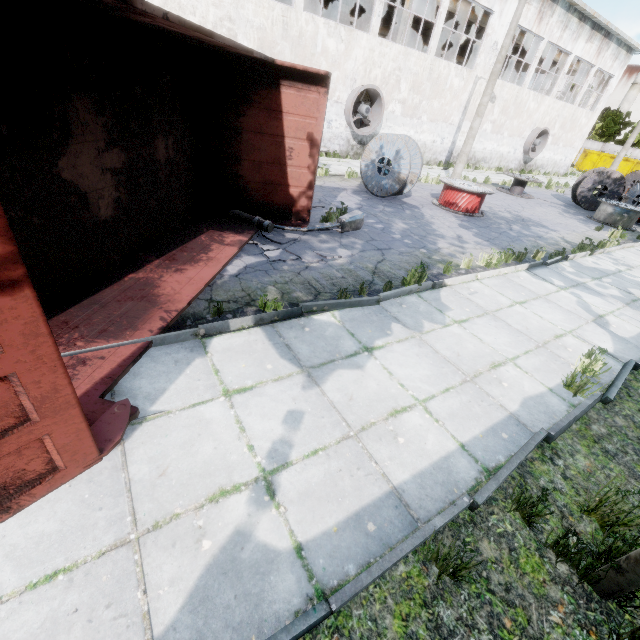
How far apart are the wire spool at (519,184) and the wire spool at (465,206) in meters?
6.3

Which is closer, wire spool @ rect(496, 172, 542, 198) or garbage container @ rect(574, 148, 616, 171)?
wire spool @ rect(496, 172, 542, 198)

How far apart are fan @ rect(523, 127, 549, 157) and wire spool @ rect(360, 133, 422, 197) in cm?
2051

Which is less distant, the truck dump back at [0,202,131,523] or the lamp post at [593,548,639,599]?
the truck dump back at [0,202,131,523]

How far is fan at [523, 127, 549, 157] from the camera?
25.06m

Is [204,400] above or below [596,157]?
below

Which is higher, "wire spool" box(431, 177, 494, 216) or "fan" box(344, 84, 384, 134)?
"fan" box(344, 84, 384, 134)

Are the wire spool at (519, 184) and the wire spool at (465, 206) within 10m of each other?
yes
